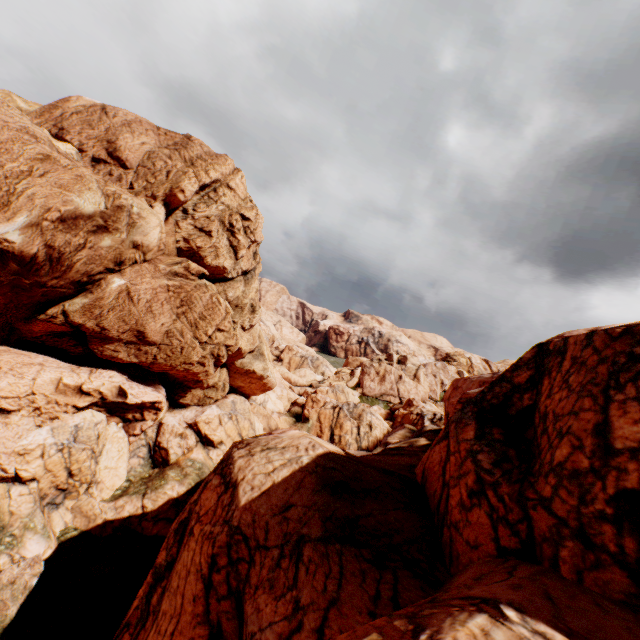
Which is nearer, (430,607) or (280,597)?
(430,607)
